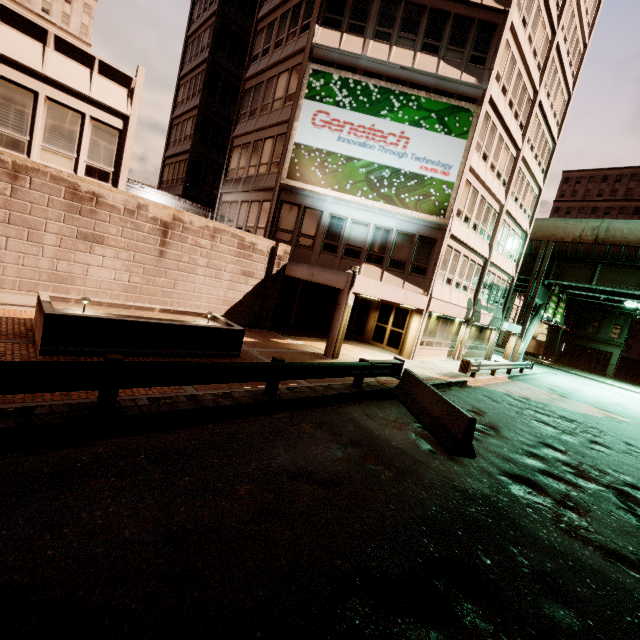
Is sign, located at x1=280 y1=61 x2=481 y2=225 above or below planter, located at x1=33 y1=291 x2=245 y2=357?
above

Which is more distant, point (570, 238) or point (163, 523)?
point (570, 238)

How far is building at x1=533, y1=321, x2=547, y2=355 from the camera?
58.98m

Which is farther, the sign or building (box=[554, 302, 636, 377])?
building (box=[554, 302, 636, 377])

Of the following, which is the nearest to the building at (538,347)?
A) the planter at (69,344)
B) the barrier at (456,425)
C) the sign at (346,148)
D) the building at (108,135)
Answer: the building at (108,135)

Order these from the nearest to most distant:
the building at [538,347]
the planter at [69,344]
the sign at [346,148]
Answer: the planter at [69,344]
the sign at [346,148]
the building at [538,347]

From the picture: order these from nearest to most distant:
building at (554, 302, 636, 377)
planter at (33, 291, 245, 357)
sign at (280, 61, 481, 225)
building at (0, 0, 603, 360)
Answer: planter at (33, 291, 245, 357), building at (0, 0, 603, 360), sign at (280, 61, 481, 225), building at (554, 302, 636, 377)

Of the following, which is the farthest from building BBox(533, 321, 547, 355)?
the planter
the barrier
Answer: the planter
